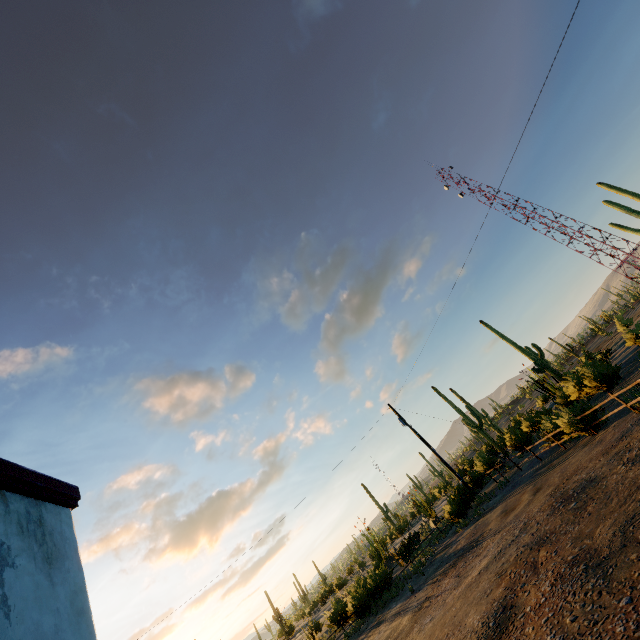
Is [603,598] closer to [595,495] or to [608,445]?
[595,495]
